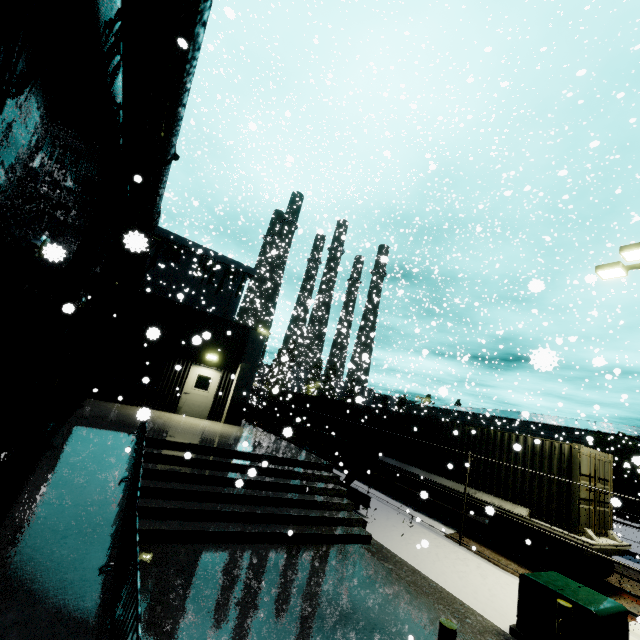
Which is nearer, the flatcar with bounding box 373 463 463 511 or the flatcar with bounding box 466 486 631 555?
the flatcar with bounding box 466 486 631 555

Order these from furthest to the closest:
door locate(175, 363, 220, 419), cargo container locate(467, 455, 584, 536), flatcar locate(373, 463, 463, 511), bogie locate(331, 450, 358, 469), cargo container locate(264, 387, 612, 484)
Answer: bogie locate(331, 450, 358, 469)
door locate(175, 363, 220, 419)
flatcar locate(373, 463, 463, 511)
cargo container locate(264, 387, 612, 484)
cargo container locate(467, 455, 584, 536)

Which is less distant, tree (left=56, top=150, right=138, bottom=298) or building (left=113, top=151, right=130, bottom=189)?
tree (left=56, top=150, right=138, bottom=298)

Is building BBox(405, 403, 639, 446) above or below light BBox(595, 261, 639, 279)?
below

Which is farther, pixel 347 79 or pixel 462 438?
pixel 347 79

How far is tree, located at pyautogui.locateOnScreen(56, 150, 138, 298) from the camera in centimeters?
1015cm

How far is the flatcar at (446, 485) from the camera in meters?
13.0 m

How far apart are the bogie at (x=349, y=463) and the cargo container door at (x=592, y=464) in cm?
942
